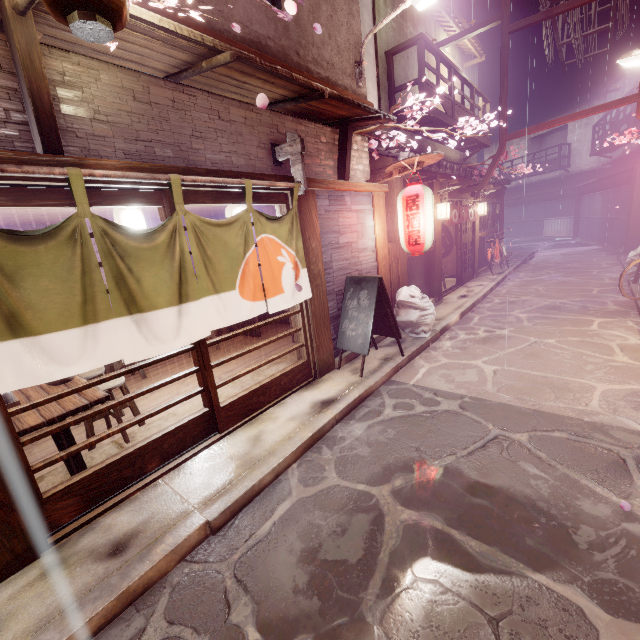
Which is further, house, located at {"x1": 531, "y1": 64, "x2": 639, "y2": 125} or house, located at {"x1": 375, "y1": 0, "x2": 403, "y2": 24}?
house, located at {"x1": 531, "y1": 64, "x2": 639, "y2": 125}

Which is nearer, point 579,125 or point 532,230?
point 579,125

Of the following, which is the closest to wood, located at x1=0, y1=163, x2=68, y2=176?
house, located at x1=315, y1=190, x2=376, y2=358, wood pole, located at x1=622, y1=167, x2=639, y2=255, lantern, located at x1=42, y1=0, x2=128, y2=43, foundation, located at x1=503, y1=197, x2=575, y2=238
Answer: lantern, located at x1=42, y1=0, x2=128, y2=43

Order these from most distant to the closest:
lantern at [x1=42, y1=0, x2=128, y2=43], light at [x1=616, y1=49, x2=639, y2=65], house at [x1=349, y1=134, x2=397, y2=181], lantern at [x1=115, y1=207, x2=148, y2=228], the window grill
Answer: the window grill < light at [x1=616, y1=49, x2=639, y2=65] < house at [x1=349, y1=134, x2=397, y2=181] < lantern at [x1=115, y1=207, x2=148, y2=228] < lantern at [x1=42, y1=0, x2=128, y2=43]

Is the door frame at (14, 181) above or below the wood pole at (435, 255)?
above

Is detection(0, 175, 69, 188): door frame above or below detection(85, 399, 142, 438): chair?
above

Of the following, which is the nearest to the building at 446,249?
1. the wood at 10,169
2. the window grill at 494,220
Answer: the window grill at 494,220
